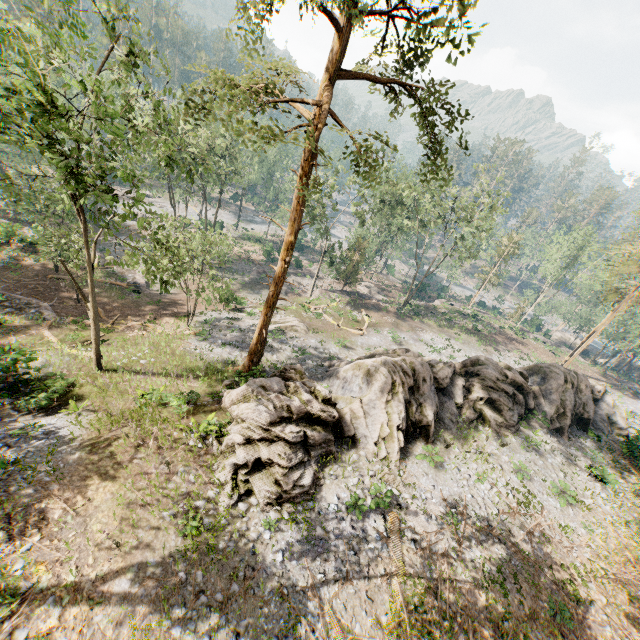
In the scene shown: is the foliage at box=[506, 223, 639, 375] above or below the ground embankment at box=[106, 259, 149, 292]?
above

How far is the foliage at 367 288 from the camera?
52.4 meters

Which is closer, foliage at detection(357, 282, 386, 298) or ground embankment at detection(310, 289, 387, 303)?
ground embankment at detection(310, 289, 387, 303)

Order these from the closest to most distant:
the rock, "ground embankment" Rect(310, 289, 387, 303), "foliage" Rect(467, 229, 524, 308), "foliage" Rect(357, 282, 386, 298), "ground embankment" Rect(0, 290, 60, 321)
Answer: the rock, "ground embankment" Rect(0, 290, 60, 321), "ground embankment" Rect(310, 289, 387, 303), "foliage" Rect(467, 229, 524, 308), "foliage" Rect(357, 282, 386, 298)

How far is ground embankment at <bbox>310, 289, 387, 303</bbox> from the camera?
42.1m

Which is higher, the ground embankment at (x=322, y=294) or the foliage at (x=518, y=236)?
the foliage at (x=518, y=236)

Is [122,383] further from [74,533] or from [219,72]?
[219,72]

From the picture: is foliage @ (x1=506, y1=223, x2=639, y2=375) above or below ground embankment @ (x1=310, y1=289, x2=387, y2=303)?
above
